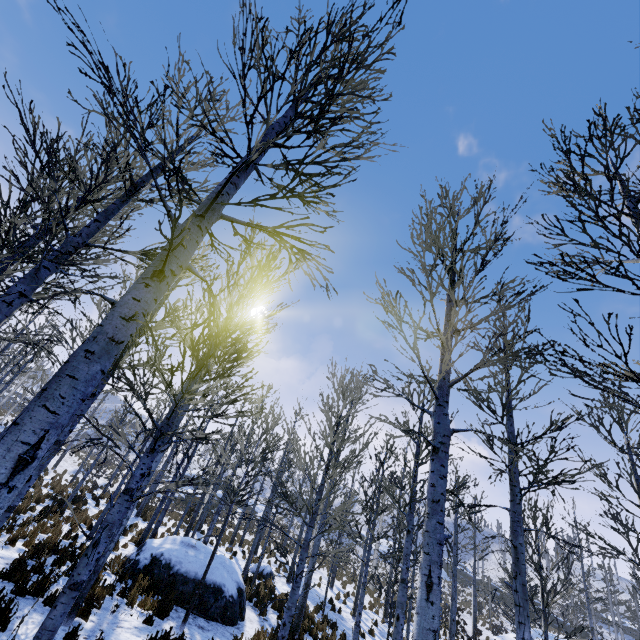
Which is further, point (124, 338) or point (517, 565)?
point (517, 565)

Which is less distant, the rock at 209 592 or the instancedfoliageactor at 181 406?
the instancedfoliageactor at 181 406

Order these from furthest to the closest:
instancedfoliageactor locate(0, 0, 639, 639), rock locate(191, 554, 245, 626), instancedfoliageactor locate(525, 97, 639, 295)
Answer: rock locate(191, 554, 245, 626)
instancedfoliageactor locate(525, 97, 639, 295)
instancedfoliageactor locate(0, 0, 639, 639)

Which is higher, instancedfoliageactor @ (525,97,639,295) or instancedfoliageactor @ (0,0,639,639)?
instancedfoliageactor @ (525,97,639,295)

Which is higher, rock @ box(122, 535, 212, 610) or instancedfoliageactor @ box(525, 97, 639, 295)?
instancedfoliageactor @ box(525, 97, 639, 295)

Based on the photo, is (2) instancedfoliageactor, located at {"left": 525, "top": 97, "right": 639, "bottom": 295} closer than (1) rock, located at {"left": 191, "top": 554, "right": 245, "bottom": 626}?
Yes

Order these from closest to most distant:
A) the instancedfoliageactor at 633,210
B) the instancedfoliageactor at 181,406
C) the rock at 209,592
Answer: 1. the instancedfoliageactor at 181,406
2. the instancedfoliageactor at 633,210
3. the rock at 209,592
